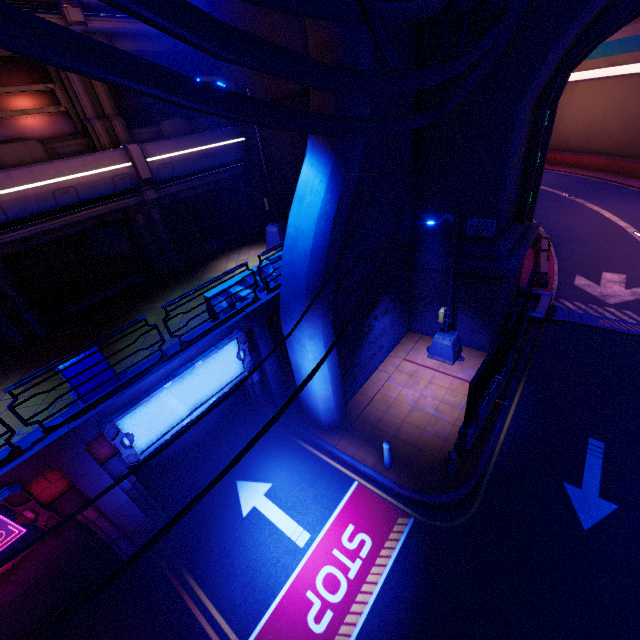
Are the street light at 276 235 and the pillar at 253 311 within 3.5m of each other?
no

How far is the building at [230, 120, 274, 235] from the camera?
13.2 meters

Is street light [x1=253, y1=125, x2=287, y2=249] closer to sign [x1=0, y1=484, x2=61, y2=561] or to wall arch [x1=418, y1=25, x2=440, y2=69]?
wall arch [x1=418, y1=25, x2=440, y2=69]

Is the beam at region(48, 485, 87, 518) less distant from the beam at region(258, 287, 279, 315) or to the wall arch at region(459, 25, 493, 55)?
the beam at region(258, 287, 279, 315)

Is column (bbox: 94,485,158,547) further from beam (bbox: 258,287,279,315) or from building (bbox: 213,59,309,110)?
building (bbox: 213,59,309,110)

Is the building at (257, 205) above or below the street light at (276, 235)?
above

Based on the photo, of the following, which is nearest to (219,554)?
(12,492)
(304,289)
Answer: (12,492)

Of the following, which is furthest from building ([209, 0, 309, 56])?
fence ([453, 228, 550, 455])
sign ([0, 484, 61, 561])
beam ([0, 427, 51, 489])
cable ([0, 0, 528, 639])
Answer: sign ([0, 484, 61, 561])
